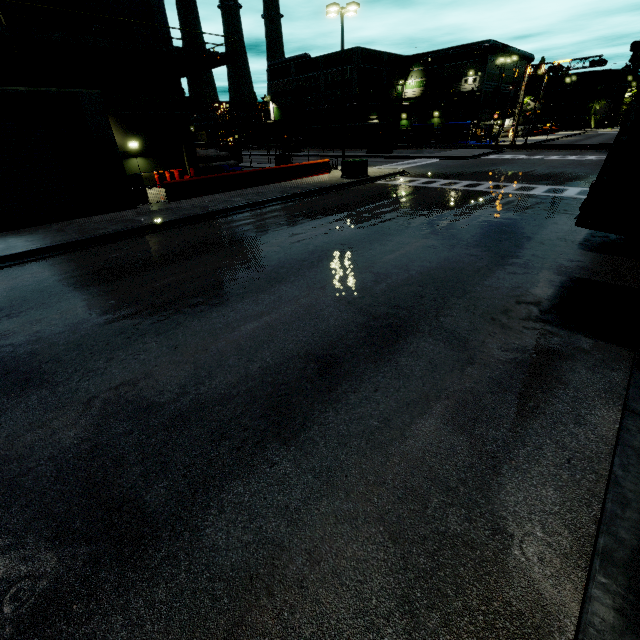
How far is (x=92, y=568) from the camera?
2.9m

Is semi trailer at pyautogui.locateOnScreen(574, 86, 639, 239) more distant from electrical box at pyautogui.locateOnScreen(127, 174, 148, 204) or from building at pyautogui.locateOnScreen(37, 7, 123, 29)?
electrical box at pyautogui.locateOnScreen(127, 174, 148, 204)

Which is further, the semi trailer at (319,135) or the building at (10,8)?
the semi trailer at (319,135)

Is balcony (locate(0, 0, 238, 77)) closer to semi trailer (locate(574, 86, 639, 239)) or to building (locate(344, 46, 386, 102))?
building (locate(344, 46, 386, 102))

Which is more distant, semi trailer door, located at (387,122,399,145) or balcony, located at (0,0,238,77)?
semi trailer door, located at (387,122,399,145)

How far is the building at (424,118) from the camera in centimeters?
5603cm

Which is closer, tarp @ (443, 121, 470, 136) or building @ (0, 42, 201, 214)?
building @ (0, 42, 201, 214)

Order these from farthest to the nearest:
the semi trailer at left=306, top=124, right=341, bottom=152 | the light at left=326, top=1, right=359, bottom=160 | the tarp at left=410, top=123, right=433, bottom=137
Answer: the tarp at left=410, top=123, right=433, bottom=137, the semi trailer at left=306, top=124, right=341, bottom=152, the light at left=326, top=1, right=359, bottom=160
